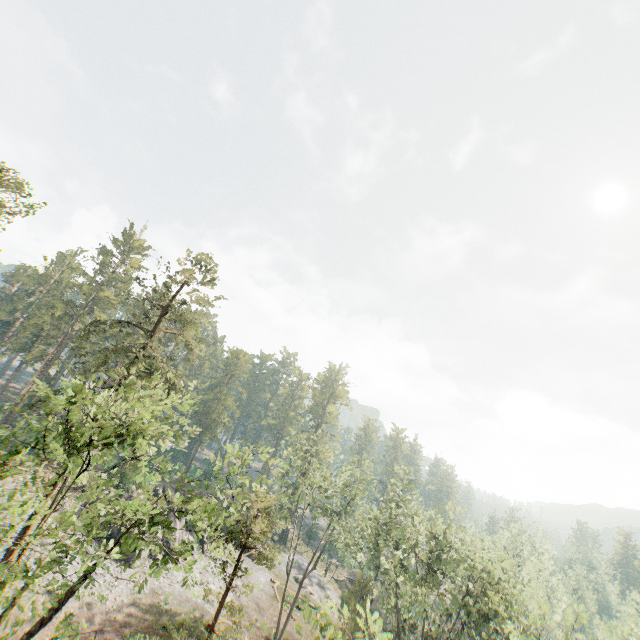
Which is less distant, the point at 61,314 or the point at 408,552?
the point at 408,552

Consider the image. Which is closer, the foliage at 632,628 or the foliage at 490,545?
the foliage at 490,545

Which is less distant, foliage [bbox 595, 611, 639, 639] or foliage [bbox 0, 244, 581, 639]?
foliage [bbox 0, 244, 581, 639]
